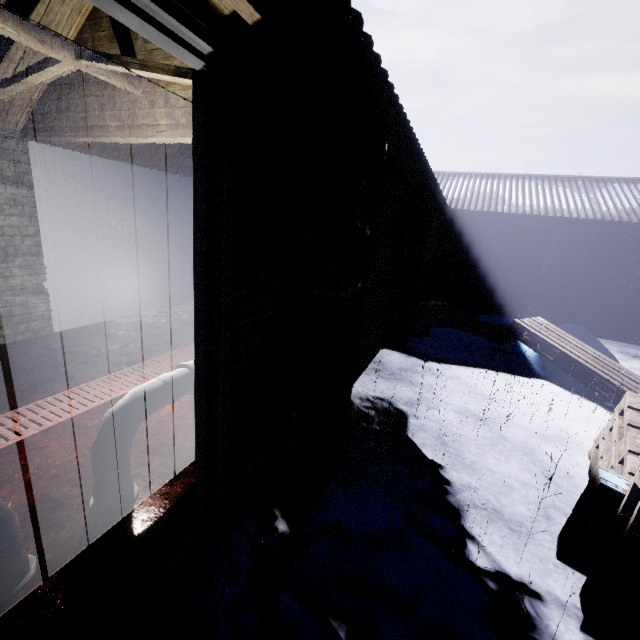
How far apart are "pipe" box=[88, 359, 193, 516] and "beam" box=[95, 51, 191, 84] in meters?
1.5 m

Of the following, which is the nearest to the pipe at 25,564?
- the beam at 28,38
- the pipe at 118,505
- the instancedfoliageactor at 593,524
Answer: the pipe at 118,505

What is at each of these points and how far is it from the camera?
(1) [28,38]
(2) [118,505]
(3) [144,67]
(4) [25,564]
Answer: (1) beam, 1.76m
(2) pipe, 1.63m
(3) beam, 1.78m
(4) pipe, 1.29m

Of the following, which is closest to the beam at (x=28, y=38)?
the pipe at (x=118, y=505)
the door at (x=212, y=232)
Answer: the door at (x=212, y=232)

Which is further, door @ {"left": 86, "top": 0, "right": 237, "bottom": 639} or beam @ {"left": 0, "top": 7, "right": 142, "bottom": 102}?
beam @ {"left": 0, "top": 7, "right": 142, "bottom": 102}

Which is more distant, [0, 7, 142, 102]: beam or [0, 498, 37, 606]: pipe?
[0, 7, 142, 102]: beam

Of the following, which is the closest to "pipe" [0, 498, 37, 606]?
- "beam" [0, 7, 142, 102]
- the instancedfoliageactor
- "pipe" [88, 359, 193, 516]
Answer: "pipe" [88, 359, 193, 516]
